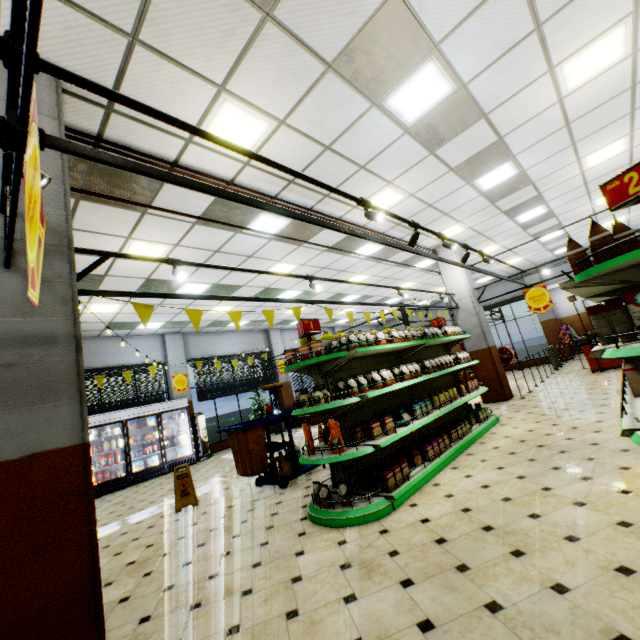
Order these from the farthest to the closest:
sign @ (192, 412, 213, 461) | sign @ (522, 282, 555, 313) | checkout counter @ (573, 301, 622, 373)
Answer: sign @ (192, 412, 213, 461) < checkout counter @ (573, 301, 622, 373) < sign @ (522, 282, 555, 313)

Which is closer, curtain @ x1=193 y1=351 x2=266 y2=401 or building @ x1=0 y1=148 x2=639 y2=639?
building @ x1=0 y1=148 x2=639 y2=639

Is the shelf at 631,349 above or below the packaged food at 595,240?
below

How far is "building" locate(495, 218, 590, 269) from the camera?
11.9 meters

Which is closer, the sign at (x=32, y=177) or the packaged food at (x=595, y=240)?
the sign at (x=32, y=177)

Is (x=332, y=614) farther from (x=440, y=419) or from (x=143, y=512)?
(x=143, y=512)

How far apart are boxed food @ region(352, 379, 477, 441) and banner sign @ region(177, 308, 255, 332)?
2.0 meters

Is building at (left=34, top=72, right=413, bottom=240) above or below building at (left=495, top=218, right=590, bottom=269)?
below
